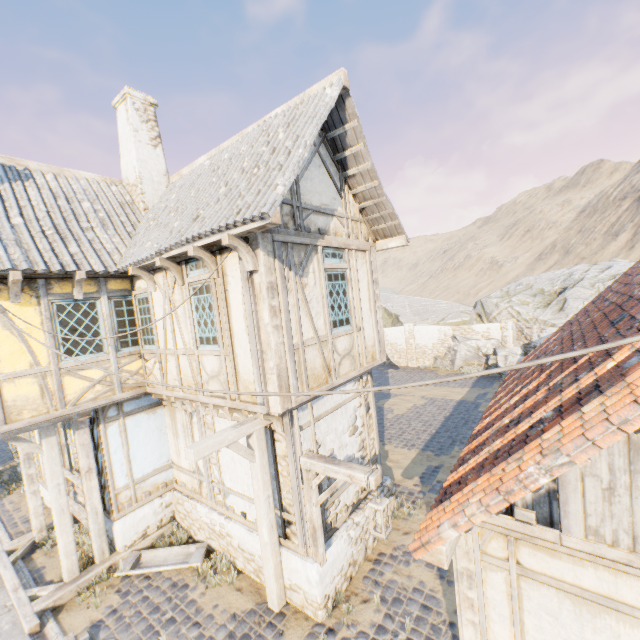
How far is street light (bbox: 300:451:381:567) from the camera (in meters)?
5.09

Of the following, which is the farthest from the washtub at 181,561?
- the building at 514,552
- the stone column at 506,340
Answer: the stone column at 506,340

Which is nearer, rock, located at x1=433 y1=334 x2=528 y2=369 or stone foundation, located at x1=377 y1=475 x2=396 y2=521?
stone foundation, located at x1=377 y1=475 x2=396 y2=521

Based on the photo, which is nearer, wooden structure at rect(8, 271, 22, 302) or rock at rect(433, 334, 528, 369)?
wooden structure at rect(8, 271, 22, 302)

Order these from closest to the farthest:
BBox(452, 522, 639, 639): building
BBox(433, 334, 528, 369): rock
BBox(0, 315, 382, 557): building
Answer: BBox(452, 522, 639, 639): building < BBox(0, 315, 382, 557): building < BBox(433, 334, 528, 369): rock

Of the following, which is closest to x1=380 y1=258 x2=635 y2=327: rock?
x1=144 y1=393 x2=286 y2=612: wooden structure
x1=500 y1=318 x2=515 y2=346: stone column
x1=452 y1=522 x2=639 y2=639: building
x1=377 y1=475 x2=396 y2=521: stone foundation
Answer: x1=500 y1=318 x2=515 y2=346: stone column

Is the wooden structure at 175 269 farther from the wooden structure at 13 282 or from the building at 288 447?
the wooden structure at 13 282

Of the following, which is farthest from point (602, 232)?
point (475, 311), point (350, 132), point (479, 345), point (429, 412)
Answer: point (350, 132)
